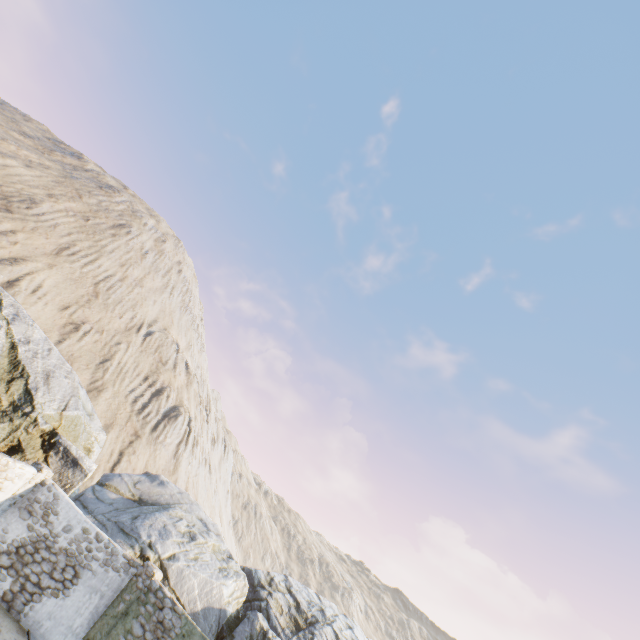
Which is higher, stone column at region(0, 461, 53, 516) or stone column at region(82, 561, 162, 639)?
stone column at region(0, 461, 53, 516)

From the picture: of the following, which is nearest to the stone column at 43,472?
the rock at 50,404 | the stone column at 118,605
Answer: the rock at 50,404

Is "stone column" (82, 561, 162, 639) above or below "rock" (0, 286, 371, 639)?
below

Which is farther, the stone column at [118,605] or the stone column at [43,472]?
the stone column at [43,472]

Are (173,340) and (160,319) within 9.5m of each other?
yes

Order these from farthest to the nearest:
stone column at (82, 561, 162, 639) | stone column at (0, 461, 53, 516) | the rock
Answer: the rock, stone column at (0, 461, 53, 516), stone column at (82, 561, 162, 639)

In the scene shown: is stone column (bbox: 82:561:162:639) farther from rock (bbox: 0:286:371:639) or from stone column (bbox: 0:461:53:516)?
stone column (bbox: 0:461:53:516)
